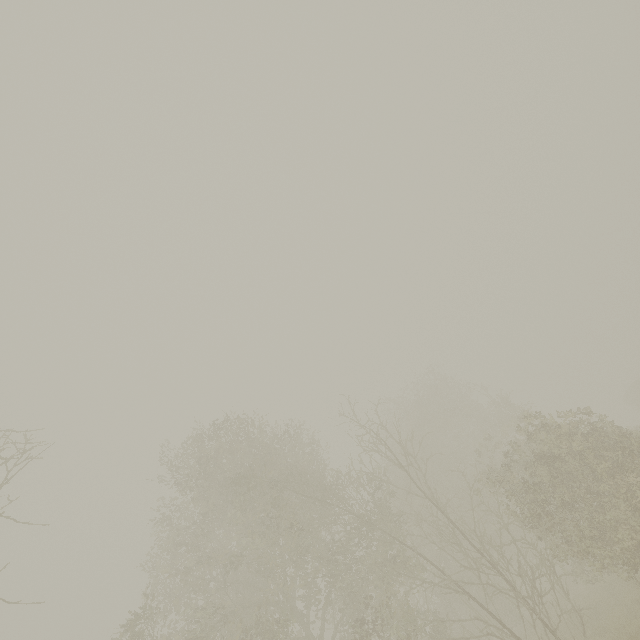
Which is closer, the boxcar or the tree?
the tree

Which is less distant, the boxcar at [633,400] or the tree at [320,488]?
the tree at [320,488]

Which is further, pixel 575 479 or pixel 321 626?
pixel 321 626
